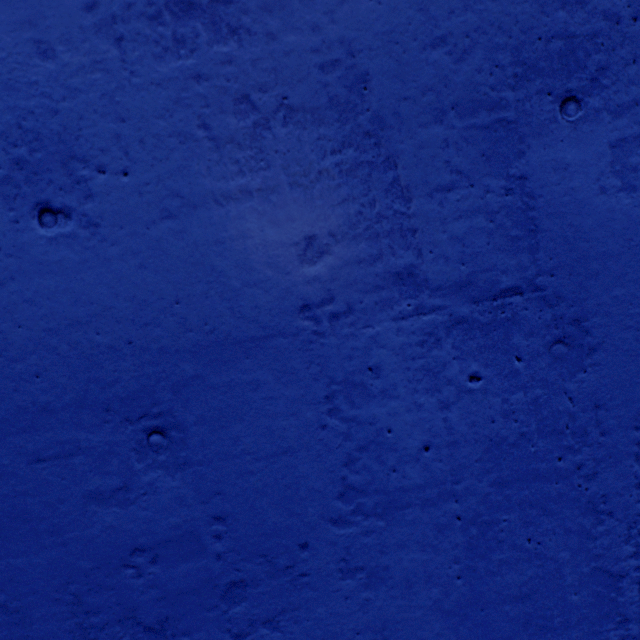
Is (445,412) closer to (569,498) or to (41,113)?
(569,498)
